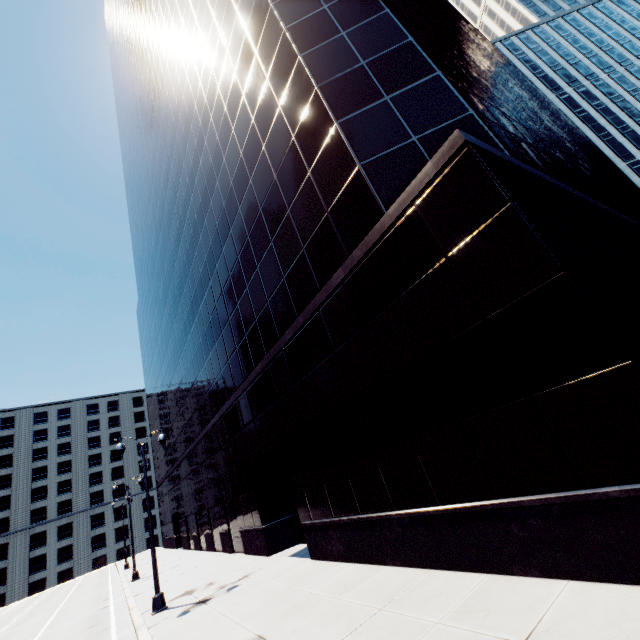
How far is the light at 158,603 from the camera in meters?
13.5 m

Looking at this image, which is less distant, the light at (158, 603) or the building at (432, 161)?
the building at (432, 161)

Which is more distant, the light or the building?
the light

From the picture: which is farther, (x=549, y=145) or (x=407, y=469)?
(x=549, y=145)

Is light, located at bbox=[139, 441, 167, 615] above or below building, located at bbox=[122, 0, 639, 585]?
below

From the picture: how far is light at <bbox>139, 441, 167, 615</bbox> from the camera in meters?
13.5 m
